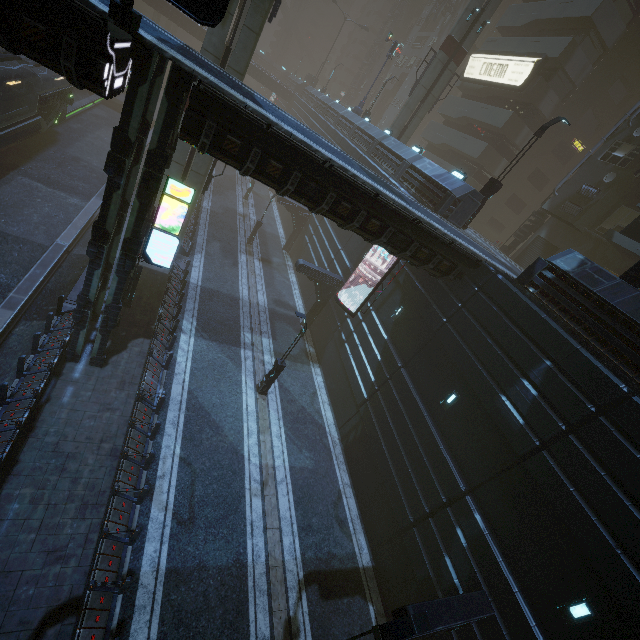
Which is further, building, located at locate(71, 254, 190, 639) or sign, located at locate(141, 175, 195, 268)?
sign, located at locate(141, 175, 195, 268)

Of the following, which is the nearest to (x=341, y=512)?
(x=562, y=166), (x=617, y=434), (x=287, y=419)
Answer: → (x=287, y=419)

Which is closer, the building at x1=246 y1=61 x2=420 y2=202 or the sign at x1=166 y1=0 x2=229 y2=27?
the sign at x1=166 y1=0 x2=229 y2=27

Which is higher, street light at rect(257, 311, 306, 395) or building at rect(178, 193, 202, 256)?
street light at rect(257, 311, 306, 395)

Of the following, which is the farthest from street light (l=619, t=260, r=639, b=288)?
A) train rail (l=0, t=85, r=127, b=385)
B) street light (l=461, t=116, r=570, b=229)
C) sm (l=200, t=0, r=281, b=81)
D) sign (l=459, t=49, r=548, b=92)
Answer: sign (l=459, t=49, r=548, b=92)

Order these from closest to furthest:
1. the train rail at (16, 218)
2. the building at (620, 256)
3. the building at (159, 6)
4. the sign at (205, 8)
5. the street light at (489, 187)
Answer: the sign at (205, 8) → the building at (620, 256) → the train rail at (16, 218) → the street light at (489, 187) → the building at (159, 6)

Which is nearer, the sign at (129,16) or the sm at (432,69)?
the sign at (129,16)

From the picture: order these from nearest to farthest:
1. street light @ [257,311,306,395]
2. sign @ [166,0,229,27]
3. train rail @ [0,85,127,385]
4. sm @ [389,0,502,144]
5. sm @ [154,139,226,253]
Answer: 1. sign @ [166,0,229,27]
2. train rail @ [0,85,127,385]
3. street light @ [257,311,306,395]
4. sm @ [154,139,226,253]
5. sm @ [389,0,502,144]
